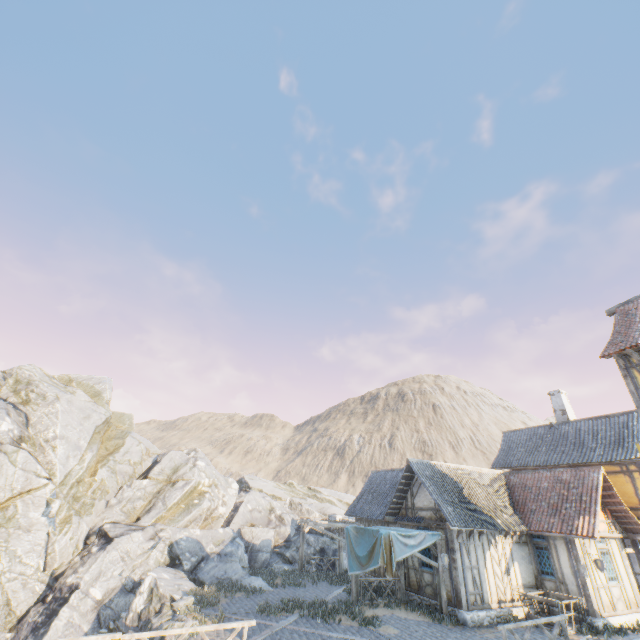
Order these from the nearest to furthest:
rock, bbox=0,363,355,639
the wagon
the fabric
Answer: the wagon → the fabric → rock, bbox=0,363,355,639

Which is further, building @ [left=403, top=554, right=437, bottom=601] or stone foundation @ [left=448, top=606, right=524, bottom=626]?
building @ [left=403, top=554, right=437, bottom=601]

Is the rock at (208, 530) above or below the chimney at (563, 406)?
below

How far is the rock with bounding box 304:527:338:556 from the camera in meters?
22.8 m

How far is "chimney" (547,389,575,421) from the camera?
23.3 meters

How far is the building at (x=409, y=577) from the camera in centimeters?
1505cm

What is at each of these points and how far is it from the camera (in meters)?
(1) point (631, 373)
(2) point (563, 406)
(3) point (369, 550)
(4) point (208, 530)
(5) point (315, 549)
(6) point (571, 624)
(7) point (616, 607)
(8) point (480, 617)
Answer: (1) building, 12.60
(2) chimney, 23.55
(3) fabric, 14.16
(4) rock, 20.56
(5) rock, 23.27
(6) wagon, 13.55
(7) building, 14.37
(8) stone foundation, 13.36

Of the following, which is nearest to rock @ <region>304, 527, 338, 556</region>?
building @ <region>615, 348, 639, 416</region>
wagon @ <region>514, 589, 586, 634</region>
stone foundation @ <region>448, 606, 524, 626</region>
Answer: stone foundation @ <region>448, 606, 524, 626</region>
